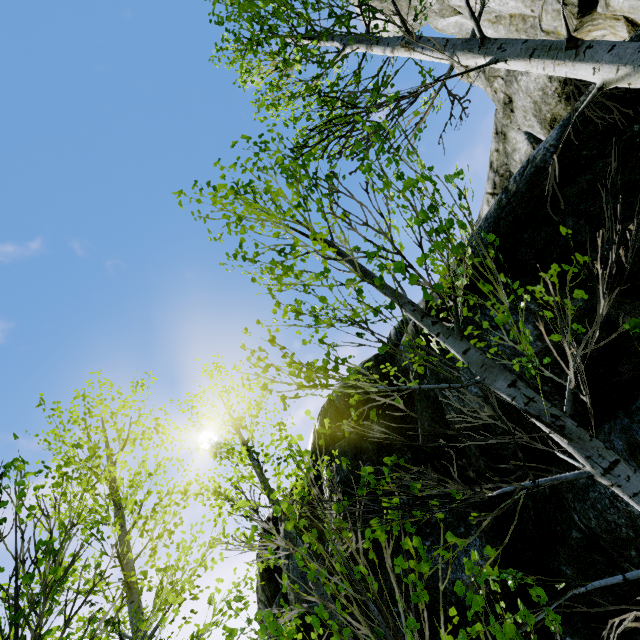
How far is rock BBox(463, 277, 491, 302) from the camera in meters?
4.5

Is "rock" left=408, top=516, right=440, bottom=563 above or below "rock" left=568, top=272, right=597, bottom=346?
below

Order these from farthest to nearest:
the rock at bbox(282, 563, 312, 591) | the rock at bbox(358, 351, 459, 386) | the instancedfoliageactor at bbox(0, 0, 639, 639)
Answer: the rock at bbox(282, 563, 312, 591) → the rock at bbox(358, 351, 459, 386) → the instancedfoliageactor at bbox(0, 0, 639, 639)

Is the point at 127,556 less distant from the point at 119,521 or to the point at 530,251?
the point at 119,521

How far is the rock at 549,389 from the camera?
3.5m

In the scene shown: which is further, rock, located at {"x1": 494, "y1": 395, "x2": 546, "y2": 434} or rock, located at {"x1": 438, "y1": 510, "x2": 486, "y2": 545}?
rock, located at {"x1": 438, "y1": 510, "x2": 486, "y2": 545}
